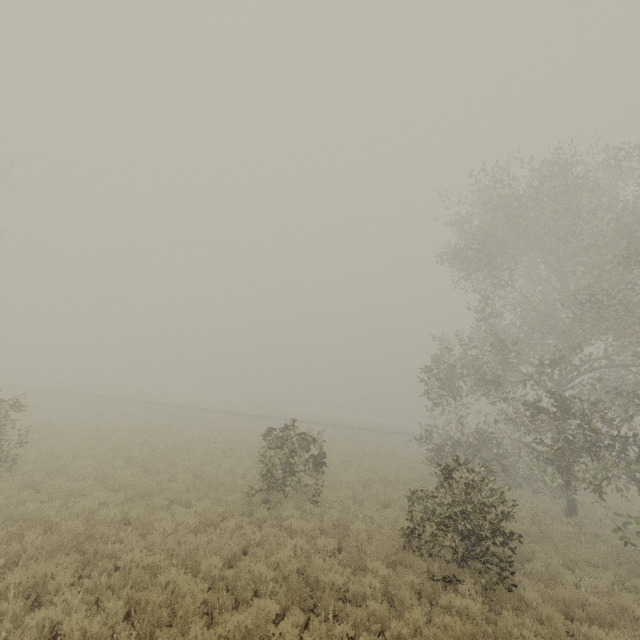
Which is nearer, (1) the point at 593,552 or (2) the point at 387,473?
(1) the point at 593,552
